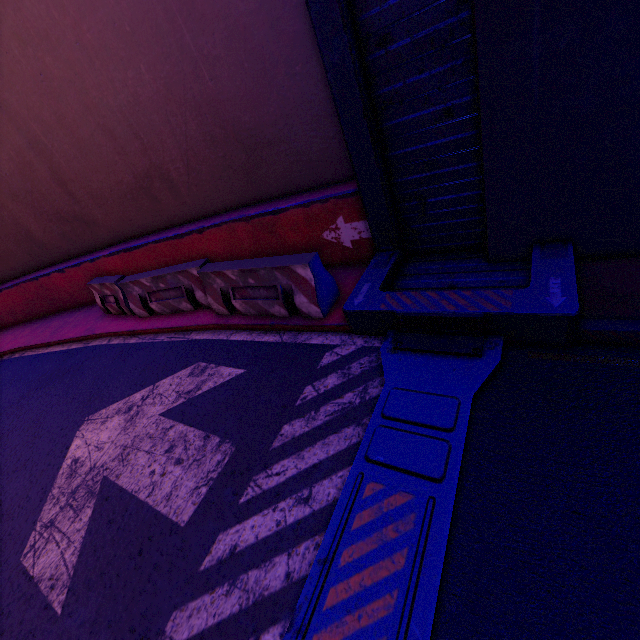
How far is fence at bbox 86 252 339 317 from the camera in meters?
4.7 m

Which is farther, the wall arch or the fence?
the fence

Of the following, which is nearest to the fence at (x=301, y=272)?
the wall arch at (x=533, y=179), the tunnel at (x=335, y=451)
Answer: the tunnel at (x=335, y=451)

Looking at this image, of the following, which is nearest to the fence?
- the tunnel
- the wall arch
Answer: the tunnel

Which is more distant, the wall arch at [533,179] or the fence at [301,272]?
the fence at [301,272]

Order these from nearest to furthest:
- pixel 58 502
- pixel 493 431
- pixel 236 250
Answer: pixel 493 431 → pixel 58 502 → pixel 236 250

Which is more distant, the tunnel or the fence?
the fence
